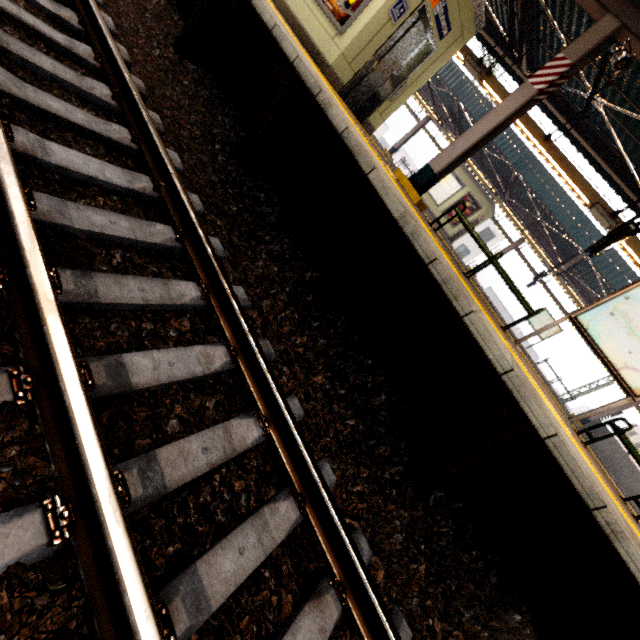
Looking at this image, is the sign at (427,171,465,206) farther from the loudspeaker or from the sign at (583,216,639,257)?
the loudspeaker

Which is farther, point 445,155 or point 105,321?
point 445,155

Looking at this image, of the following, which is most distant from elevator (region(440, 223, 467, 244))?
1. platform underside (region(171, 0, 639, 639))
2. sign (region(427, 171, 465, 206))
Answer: platform underside (region(171, 0, 639, 639))

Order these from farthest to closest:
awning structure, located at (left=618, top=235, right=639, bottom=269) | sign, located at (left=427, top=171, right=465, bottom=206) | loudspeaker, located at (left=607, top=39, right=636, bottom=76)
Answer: sign, located at (left=427, top=171, right=465, bottom=206)
awning structure, located at (left=618, top=235, right=639, bottom=269)
loudspeaker, located at (left=607, top=39, right=636, bottom=76)

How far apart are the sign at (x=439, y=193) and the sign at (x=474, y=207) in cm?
27

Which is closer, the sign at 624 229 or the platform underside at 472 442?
the platform underside at 472 442

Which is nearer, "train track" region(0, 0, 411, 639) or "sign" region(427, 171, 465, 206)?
"train track" region(0, 0, 411, 639)

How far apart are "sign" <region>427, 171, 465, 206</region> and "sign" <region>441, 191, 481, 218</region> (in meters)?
0.27
